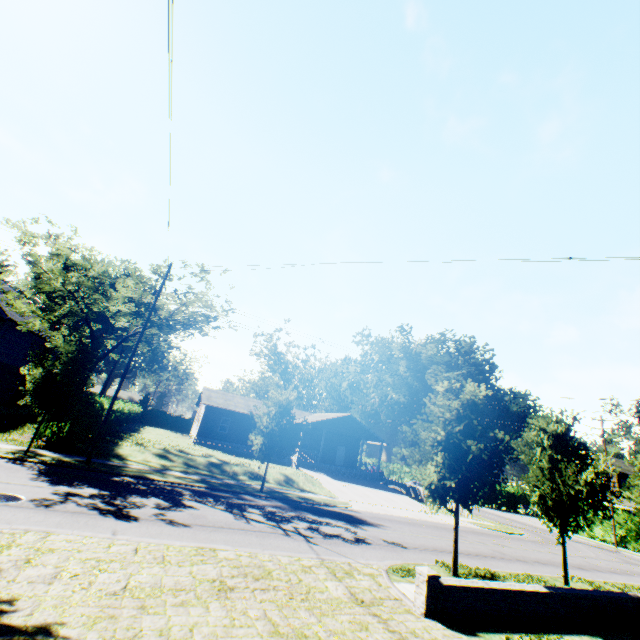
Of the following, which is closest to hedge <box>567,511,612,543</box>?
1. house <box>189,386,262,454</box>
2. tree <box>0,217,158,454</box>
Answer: house <box>189,386,262,454</box>

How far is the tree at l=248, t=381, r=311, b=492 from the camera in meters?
19.5

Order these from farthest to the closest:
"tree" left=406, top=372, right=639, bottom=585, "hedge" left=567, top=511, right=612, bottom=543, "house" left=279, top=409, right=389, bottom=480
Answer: "house" left=279, top=409, right=389, bottom=480 < "hedge" left=567, top=511, right=612, bottom=543 < "tree" left=406, top=372, right=639, bottom=585

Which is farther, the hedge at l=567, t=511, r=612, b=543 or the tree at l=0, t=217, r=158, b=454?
the hedge at l=567, t=511, r=612, b=543

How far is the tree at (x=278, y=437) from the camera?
19.47m

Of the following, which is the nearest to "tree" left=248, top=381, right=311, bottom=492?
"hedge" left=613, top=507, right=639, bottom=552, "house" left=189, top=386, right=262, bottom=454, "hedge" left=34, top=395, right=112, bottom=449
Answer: "hedge" left=34, top=395, right=112, bottom=449

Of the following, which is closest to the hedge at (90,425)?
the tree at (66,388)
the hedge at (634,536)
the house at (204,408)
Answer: the tree at (66,388)

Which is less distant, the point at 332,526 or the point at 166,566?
the point at 166,566
